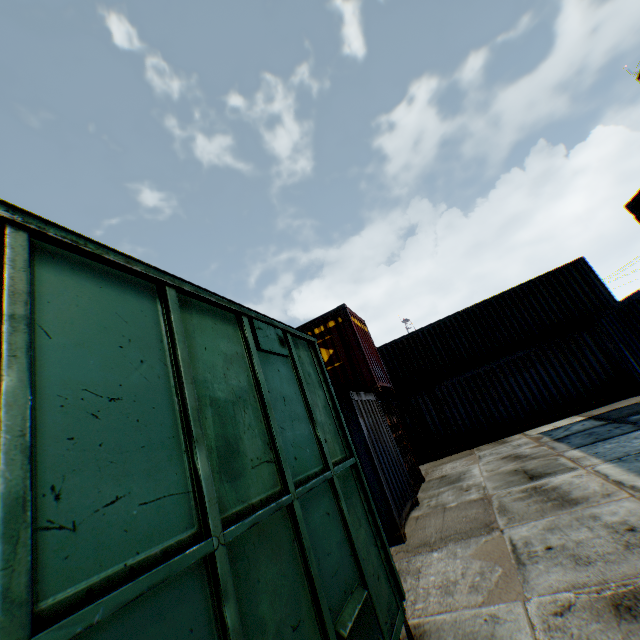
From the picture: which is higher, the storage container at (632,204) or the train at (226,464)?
the storage container at (632,204)

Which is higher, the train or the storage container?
the storage container

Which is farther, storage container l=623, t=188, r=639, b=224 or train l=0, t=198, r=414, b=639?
storage container l=623, t=188, r=639, b=224

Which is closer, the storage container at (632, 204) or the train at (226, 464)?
the train at (226, 464)

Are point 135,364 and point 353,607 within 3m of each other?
yes
